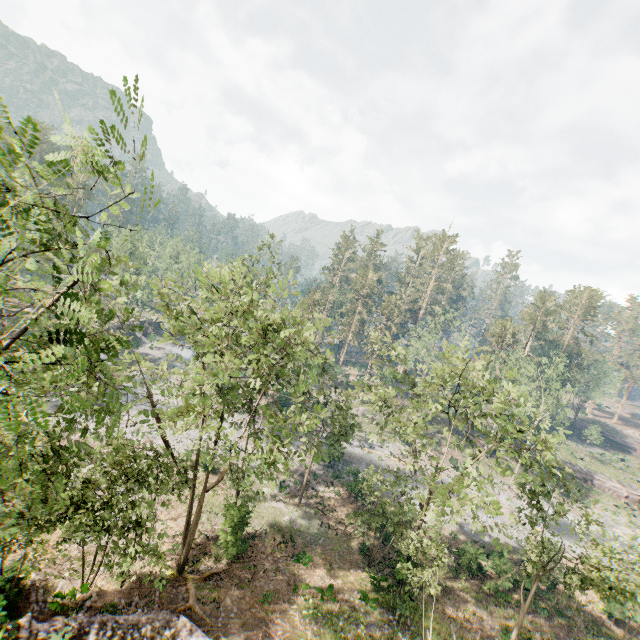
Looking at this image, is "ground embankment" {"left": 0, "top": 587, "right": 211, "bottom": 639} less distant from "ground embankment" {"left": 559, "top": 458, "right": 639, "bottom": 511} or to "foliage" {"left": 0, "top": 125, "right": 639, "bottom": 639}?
"foliage" {"left": 0, "top": 125, "right": 639, "bottom": 639}

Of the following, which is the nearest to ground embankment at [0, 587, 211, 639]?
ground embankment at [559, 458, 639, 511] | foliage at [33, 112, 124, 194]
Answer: foliage at [33, 112, 124, 194]

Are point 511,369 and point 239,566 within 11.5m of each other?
no

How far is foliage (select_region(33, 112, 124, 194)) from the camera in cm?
369

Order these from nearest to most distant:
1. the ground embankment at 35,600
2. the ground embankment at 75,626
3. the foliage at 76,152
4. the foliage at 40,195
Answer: the foliage at 76,152
the foliage at 40,195
the ground embankment at 75,626
the ground embankment at 35,600

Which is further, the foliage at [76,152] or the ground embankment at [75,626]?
the ground embankment at [75,626]

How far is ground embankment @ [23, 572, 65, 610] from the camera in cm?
1573
